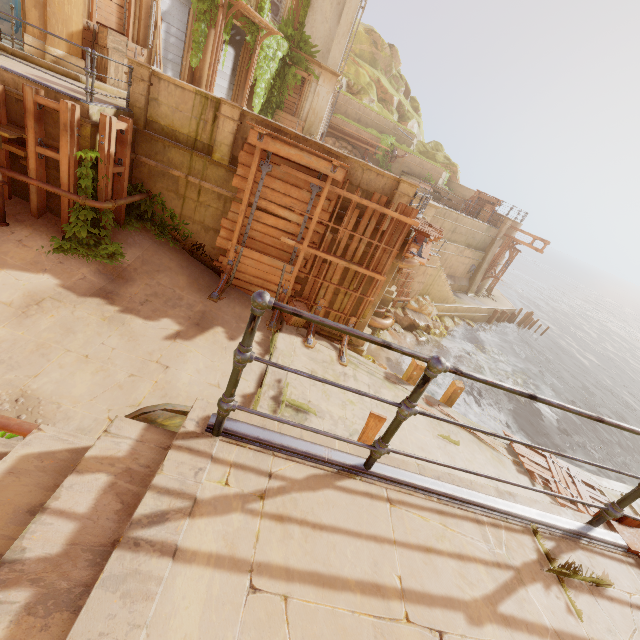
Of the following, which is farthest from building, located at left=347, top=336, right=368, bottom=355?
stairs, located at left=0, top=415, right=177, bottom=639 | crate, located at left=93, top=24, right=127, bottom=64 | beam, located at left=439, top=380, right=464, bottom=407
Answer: stairs, located at left=0, top=415, right=177, bottom=639

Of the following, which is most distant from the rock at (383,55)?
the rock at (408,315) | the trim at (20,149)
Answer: the trim at (20,149)

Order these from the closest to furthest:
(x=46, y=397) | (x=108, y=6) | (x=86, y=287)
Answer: (x=46, y=397) → (x=86, y=287) → (x=108, y=6)

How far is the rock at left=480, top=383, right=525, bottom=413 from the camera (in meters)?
18.94

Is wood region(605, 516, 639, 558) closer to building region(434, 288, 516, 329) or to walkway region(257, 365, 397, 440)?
walkway region(257, 365, 397, 440)

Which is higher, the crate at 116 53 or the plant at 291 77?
the plant at 291 77

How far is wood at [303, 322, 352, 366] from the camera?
10.1 meters

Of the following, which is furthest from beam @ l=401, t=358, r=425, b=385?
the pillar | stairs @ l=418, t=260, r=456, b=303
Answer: the pillar
